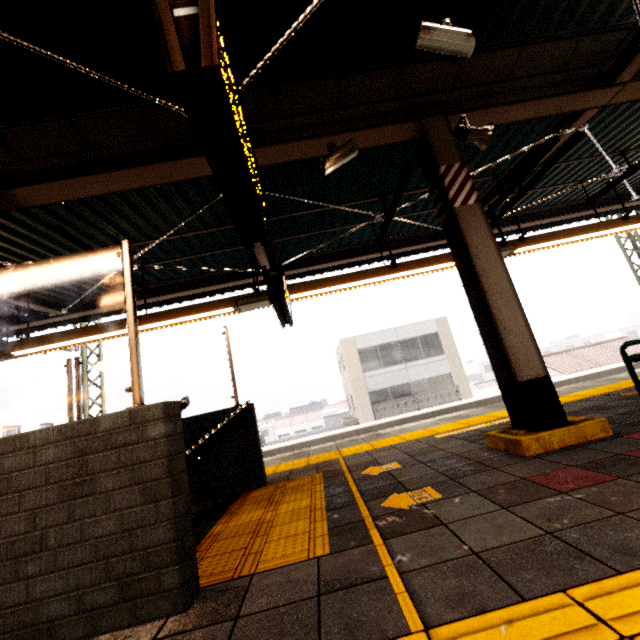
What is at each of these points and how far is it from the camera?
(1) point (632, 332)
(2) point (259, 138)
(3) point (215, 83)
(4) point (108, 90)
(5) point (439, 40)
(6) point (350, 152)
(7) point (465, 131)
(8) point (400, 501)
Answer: (1) building, 46.9m
(2) awning structure, 3.8m
(3) sign, 1.3m
(4) awning structure, 3.1m
(5) cctv camera, 2.7m
(6) cctv camera, 3.7m
(7) loudspeaker, 3.8m
(8) ground decal, 2.3m

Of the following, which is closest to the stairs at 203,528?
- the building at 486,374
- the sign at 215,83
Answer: the sign at 215,83

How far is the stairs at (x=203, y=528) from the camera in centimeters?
261cm

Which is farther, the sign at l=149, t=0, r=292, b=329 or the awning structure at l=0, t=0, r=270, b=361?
the awning structure at l=0, t=0, r=270, b=361

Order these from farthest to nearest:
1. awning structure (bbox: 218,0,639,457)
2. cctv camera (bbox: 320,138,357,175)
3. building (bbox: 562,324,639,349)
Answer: building (bbox: 562,324,639,349) → cctv camera (bbox: 320,138,357,175) → awning structure (bbox: 218,0,639,457)

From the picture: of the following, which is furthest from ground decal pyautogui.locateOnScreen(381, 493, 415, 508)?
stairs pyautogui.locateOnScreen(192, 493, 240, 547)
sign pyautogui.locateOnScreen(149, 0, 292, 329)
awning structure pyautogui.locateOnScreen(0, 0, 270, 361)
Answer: sign pyautogui.locateOnScreen(149, 0, 292, 329)

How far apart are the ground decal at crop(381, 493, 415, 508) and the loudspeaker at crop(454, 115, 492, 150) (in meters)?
3.81

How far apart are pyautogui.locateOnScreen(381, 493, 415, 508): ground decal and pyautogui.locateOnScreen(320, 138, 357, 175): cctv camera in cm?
331
